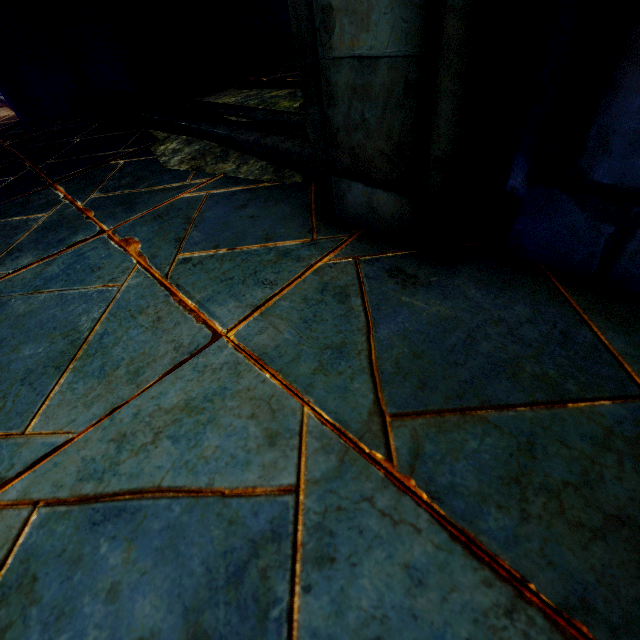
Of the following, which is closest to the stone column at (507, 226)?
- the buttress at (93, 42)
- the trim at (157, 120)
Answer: the trim at (157, 120)

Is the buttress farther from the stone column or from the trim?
the stone column

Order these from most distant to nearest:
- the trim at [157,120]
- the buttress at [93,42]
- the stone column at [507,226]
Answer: the buttress at [93,42], the trim at [157,120], the stone column at [507,226]

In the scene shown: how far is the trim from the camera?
1.8 meters

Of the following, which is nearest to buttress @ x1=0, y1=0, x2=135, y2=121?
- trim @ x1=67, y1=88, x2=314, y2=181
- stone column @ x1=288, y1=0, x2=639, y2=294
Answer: trim @ x1=67, y1=88, x2=314, y2=181

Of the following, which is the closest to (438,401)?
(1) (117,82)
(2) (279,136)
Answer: (2) (279,136)

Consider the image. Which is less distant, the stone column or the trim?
the stone column
